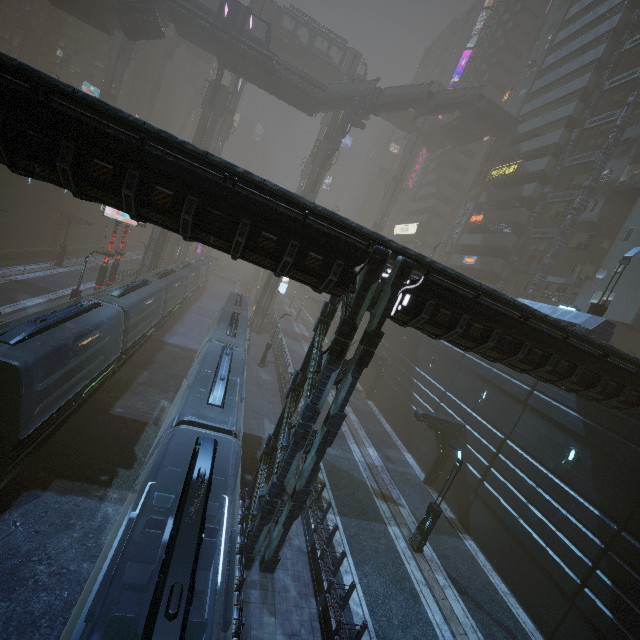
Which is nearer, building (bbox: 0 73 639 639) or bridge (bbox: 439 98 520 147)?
building (bbox: 0 73 639 639)

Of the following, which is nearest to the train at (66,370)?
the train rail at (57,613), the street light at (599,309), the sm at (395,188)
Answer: the train rail at (57,613)

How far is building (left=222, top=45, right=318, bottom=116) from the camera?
36.53m

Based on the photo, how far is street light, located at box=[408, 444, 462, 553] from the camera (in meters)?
14.91

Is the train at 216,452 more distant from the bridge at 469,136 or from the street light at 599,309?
the bridge at 469,136

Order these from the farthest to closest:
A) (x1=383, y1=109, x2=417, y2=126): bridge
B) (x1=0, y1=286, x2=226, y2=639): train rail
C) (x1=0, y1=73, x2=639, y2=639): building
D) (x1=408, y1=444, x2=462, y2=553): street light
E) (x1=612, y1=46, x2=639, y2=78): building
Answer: (x1=383, y1=109, x2=417, y2=126): bridge, (x1=612, y1=46, x2=639, y2=78): building, (x1=408, y1=444, x2=462, y2=553): street light, (x1=0, y1=286, x2=226, y2=639): train rail, (x1=0, y1=73, x2=639, y2=639): building

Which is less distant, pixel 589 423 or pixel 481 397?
pixel 589 423

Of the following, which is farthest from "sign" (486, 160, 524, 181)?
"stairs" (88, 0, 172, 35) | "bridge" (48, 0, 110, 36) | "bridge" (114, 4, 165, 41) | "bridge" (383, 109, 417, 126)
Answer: "bridge" (48, 0, 110, 36)
